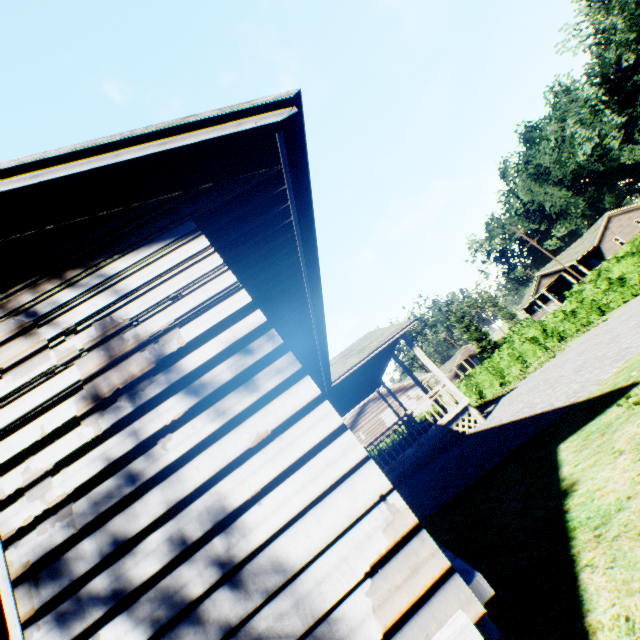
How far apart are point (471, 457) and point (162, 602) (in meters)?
7.29

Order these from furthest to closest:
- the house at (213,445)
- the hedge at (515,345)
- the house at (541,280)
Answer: the house at (541,280) < the hedge at (515,345) < the house at (213,445)

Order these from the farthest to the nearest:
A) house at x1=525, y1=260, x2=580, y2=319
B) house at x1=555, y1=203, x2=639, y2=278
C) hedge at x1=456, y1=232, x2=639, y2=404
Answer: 1. house at x1=525, y1=260, x2=580, y2=319
2. house at x1=555, y1=203, x2=639, y2=278
3. hedge at x1=456, y1=232, x2=639, y2=404

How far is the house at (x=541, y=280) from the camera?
46.9 meters

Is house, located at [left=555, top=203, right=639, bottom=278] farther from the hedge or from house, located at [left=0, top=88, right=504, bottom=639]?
house, located at [left=0, top=88, right=504, bottom=639]

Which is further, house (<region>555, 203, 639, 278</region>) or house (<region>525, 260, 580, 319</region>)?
house (<region>525, 260, 580, 319</region>)

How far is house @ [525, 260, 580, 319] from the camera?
46.88m
